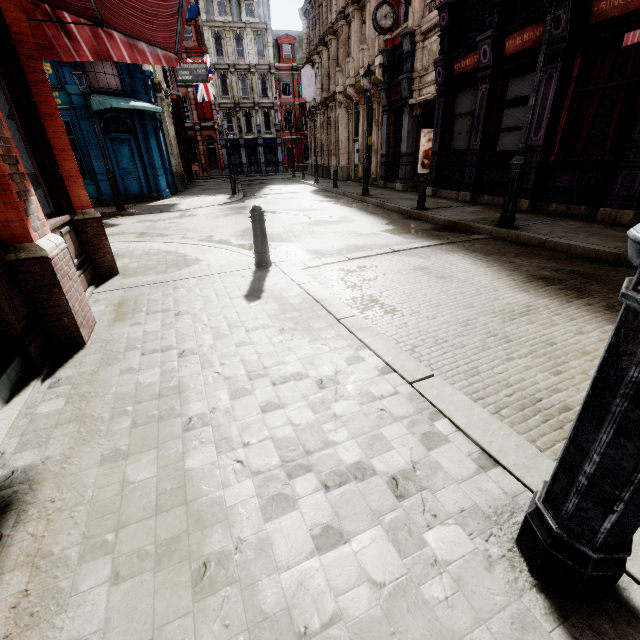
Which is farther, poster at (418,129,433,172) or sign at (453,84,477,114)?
poster at (418,129,433,172)

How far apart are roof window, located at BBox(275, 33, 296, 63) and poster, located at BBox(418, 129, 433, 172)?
37.07m

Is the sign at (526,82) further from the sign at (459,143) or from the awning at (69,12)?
the awning at (69,12)

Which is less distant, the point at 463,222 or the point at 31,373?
the point at 31,373

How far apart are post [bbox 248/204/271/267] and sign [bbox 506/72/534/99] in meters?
9.1

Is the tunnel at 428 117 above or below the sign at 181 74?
below

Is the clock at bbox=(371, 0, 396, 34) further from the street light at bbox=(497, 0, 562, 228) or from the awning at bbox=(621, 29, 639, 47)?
the awning at bbox=(621, 29, 639, 47)

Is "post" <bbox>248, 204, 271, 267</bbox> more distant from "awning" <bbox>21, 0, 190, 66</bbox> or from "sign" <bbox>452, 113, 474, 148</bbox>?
"sign" <bbox>452, 113, 474, 148</bbox>
